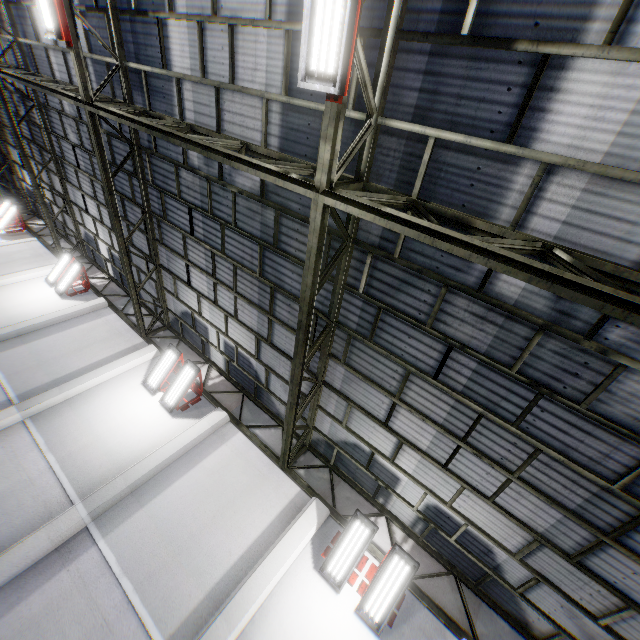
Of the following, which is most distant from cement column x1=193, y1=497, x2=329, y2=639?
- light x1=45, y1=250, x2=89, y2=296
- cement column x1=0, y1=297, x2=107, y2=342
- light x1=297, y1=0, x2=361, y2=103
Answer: light x1=45, y1=250, x2=89, y2=296

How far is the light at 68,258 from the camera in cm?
1360

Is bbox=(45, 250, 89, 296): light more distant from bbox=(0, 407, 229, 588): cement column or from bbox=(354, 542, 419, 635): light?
bbox=(354, 542, 419, 635): light

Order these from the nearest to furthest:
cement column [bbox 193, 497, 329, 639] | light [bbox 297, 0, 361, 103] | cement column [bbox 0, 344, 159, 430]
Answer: light [bbox 297, 0, 361, 103] < cement column [bbox 193, 497, 329, 639] < cement column [bbox 0, 344, 159, 430]

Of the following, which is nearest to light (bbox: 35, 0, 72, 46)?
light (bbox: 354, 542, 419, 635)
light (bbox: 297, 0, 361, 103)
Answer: light (bbox: 297, 0, 361, 103)

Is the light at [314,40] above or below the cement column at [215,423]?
above

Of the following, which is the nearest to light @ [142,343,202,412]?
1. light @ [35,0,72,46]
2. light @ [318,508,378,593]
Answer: light @ [318,508,378,593]

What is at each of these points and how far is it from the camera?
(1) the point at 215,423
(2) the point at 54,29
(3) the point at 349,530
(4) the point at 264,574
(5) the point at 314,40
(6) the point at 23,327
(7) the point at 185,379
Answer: (1) cement column, 9.6 meters
(2) light, 6.8 meters
(3) light, 7.2 meters
(4) cement column, 6.9 meters
(5) light, 3.4 meters
(6) cement column, 11.6 meters
(7) light, 10.0 meters
